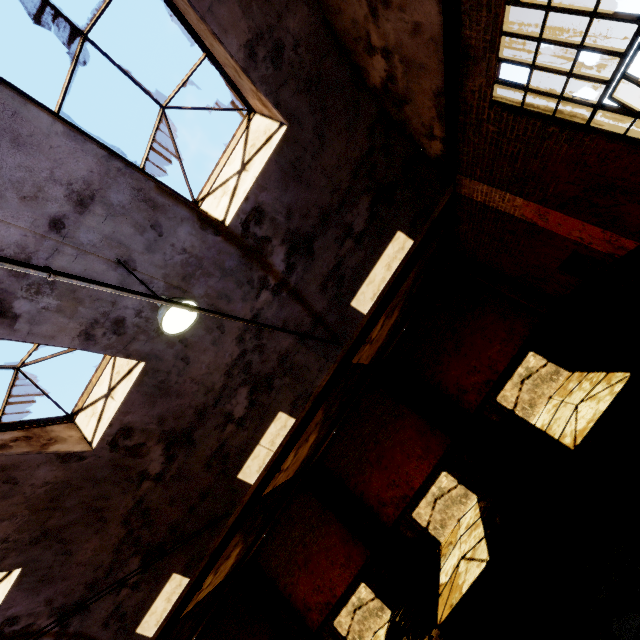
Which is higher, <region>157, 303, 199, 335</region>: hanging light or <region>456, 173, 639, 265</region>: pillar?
<region>157, 303, 199, 335</region>: hanging light

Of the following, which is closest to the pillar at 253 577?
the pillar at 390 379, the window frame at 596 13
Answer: the pillar at 390 379

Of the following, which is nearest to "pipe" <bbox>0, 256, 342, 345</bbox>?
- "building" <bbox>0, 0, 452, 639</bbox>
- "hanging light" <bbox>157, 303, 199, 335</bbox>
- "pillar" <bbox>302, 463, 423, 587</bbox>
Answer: "building" <bbox>0, 0, 452, 639</bbox>

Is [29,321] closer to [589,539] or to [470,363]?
[589,539]

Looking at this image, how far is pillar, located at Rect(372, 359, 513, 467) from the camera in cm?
1032

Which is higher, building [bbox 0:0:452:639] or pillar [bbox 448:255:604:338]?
building [bbox 0:0:452:639]

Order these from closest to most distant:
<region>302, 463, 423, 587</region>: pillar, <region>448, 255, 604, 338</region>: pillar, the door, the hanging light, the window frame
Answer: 1. the window frame
2. the hanging light
3. the door
4. <region>448, 255, 604, 338</region>: pillar
5. <region>302, 463, 423, 587</region>: pillar

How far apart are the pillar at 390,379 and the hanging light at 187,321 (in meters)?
8.82
